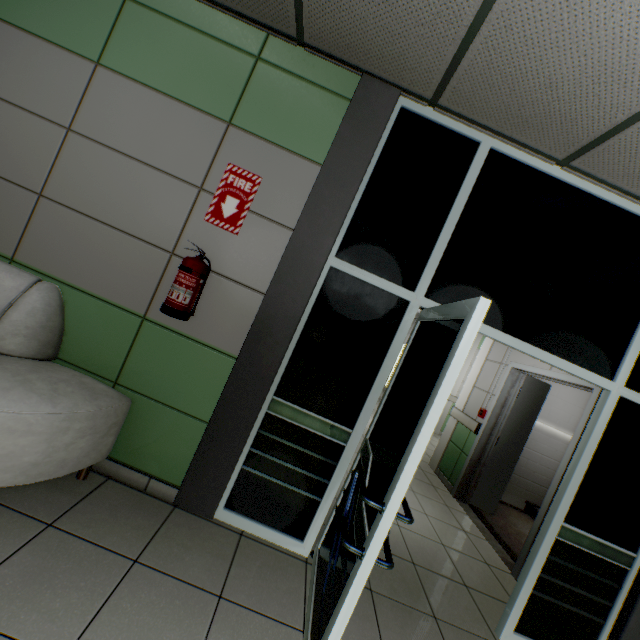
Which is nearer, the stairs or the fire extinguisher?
the fire extinguisher

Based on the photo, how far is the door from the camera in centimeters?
326cm

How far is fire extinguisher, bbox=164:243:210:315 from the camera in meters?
2.1

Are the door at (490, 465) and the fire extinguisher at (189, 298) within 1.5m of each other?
no

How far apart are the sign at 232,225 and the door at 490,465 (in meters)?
3.76

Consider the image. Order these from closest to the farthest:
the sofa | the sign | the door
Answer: the sofa → the sign → the door

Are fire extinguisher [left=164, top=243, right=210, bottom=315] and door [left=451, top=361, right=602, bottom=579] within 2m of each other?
no

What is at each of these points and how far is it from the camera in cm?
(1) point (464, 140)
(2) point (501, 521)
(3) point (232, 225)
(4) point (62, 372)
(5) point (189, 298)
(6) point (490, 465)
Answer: (1) doorway, 231
(2) stairs, 459
(3) sign, 226
(4) sofa, 204
(5) fire extinguisher, 211
(6) door, 470
